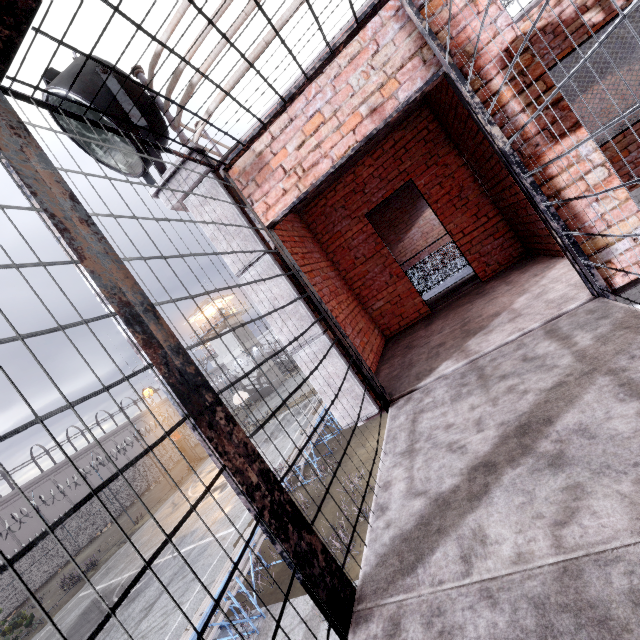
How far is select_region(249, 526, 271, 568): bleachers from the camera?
8.4m

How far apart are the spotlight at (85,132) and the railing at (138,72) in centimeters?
10cm

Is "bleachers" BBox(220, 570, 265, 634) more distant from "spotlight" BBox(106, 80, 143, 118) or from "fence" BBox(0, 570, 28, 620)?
"spotlight" BBox(106, 80, 143, 118)

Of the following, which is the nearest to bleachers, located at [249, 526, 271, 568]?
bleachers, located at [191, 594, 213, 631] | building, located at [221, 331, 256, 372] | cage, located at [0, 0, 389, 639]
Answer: bleachers, located at [191, 594, 213, 631]

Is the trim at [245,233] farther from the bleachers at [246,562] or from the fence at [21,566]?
the bleachers at [246,562]

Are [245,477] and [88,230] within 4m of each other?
yes

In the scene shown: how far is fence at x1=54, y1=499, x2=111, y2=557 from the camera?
28.4 meters

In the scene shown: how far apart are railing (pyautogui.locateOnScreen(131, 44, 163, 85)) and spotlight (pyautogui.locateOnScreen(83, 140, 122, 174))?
0.1m
